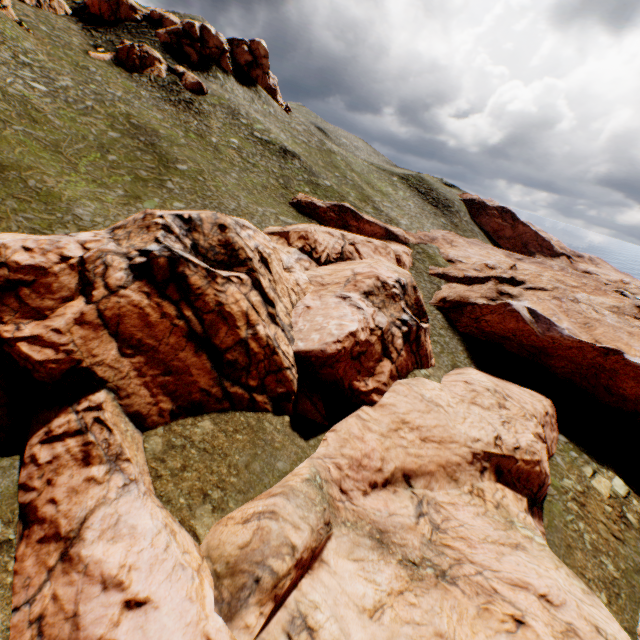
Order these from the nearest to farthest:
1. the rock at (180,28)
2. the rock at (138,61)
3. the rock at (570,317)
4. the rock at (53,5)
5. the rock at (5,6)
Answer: the rock at (570,317), the rock at (5,6), the rock at (53,5), the rock at (138,61), the rock at (180,28)

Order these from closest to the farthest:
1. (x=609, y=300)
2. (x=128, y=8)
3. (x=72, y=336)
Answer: (x=72, y=336), (x=128, y=8), (x=609, y=300)

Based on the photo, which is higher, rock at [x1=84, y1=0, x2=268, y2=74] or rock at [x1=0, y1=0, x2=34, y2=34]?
rock at [x1=84, y1=0, x2=268, y2=74]

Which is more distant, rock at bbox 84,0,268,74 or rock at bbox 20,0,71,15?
rock at bbox 84,0,268,74

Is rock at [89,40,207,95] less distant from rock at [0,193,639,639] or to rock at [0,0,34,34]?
rock at [0,0,34,34]

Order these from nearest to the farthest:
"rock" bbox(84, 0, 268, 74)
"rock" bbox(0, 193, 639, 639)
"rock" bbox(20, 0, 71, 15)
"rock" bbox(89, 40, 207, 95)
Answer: "rock" bbox(0, 193, 639, 639) < "rock" bbox(20, 0, 71, 15) < "rock" bbox(89, 40, 207, 95) < "rock" bbox(84, 0, 268, 74)

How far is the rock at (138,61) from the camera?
44.3 meters
